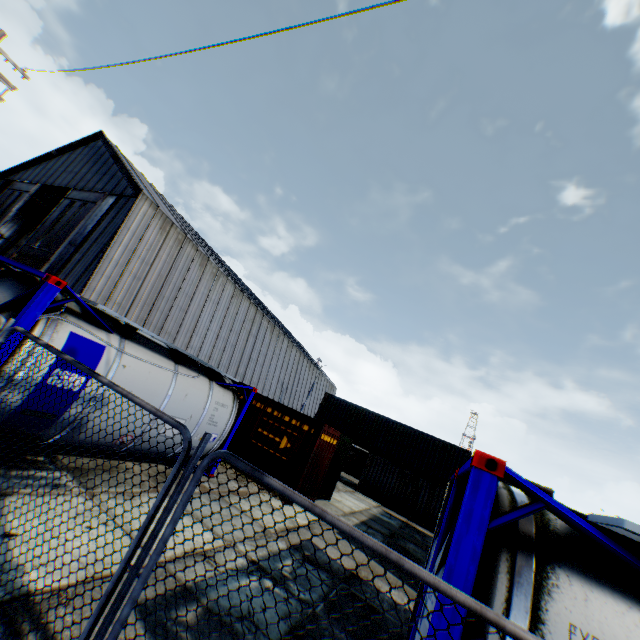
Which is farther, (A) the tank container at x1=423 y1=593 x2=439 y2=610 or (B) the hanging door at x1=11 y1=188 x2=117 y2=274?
(B) the hanging door at x1=11 y1=188 x2=117 y2=274

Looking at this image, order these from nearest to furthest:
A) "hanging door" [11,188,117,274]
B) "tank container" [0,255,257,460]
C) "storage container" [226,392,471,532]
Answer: "tank container" [0,255,257,460] < "storage container" [226,392,471,532] < "hanging door" [11,188,117,274]

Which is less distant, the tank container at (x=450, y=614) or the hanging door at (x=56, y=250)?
the tank container at (x=450, y=614)

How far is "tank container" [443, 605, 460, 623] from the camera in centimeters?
223cm

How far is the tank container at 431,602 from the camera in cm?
229

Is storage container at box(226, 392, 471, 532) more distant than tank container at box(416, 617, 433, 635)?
Yes

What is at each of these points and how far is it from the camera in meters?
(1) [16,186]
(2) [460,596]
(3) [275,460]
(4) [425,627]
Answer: (1) hanging door, 28.7 m
(2) metal fence, 1.7 m
(3) storage container, 12.1 m
(4) tank container, 2.9 m
